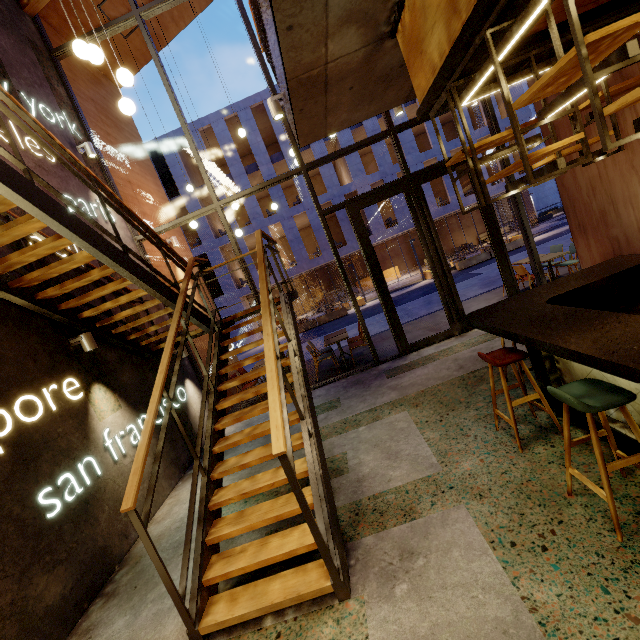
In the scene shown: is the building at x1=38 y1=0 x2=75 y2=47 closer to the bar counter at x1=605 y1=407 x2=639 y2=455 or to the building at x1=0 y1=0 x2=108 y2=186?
the building at x1=0 y1=0 x2=108 y2=186

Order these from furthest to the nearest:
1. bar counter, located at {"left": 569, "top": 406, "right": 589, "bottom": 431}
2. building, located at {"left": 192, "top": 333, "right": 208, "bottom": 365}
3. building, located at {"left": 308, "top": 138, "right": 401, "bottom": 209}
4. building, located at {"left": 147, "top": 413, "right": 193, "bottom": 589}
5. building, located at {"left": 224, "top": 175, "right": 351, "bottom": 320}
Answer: building, located at {"left": 224, "top": 175, "right": 351, "bottom": 320}, building, located at {"left": 308, "top": 138, "right": 401, "bottom": 209}, building, located at {"left": 192, "top": 333, "right": 208, "bottom": 365}, building, located at {"left": 147, "top": 413, "right": 193, "bottom": 589}, bar counter, located at {"left": 569, "top": 406, "right": 589, "bottom": 431}

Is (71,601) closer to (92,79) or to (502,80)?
(502,80)

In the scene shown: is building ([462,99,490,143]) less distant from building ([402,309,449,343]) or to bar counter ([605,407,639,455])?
building ([402,309,449,343])

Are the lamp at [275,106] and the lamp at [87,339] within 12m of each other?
yes

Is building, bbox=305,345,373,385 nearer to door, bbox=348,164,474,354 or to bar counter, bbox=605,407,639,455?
door, bbox=348,164,474,354

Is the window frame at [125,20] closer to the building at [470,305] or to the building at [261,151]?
the building at [470,305]

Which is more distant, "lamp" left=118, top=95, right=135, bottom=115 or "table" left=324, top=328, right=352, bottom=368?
"table" left=324, top=328, right=352, bottom=368
